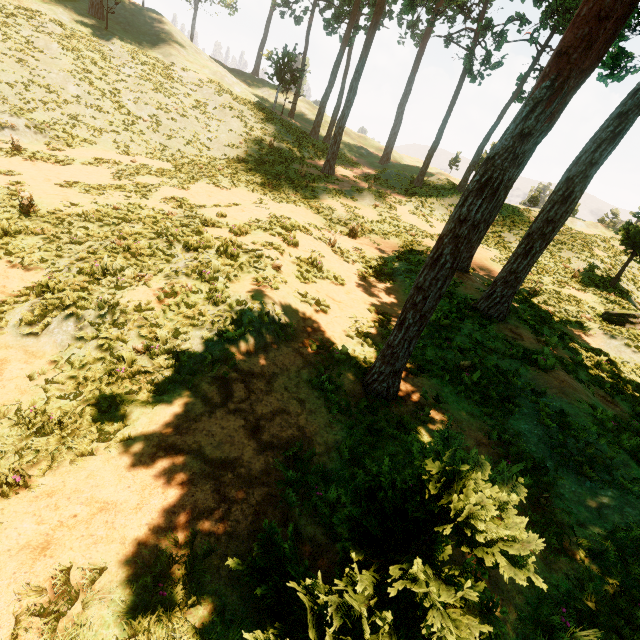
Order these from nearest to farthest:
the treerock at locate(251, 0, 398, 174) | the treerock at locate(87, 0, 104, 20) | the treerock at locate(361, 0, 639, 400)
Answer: the treerock at locate(361, 0, 639, 400) < the treerock at locate(251, 0, 398, 174) < the treerock at locate(87, 0, 104, 20)

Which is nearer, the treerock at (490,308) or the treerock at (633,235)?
the treerock at (490,308)

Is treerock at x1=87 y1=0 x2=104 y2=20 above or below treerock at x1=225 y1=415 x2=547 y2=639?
above

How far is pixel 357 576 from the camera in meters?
2.2 m

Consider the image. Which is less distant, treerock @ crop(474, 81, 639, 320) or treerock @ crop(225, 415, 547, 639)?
treerock @ crop(225, 415, 547, 639)

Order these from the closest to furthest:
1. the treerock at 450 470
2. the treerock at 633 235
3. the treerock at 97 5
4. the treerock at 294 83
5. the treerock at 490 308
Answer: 1. the treerock at 450 470
2. the treerock at 490 308
3. the treerock at 633 235
4. the treerock at 294 83
5. the treerock at 97 5
